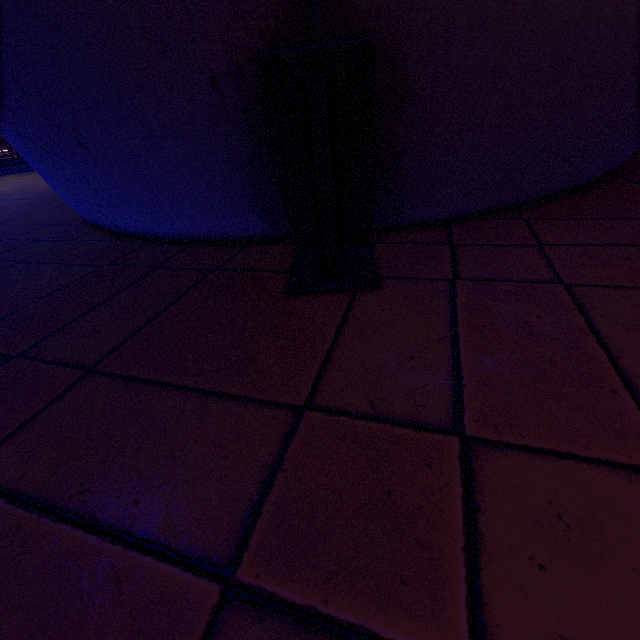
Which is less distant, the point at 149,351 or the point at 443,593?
the point at 443,593
